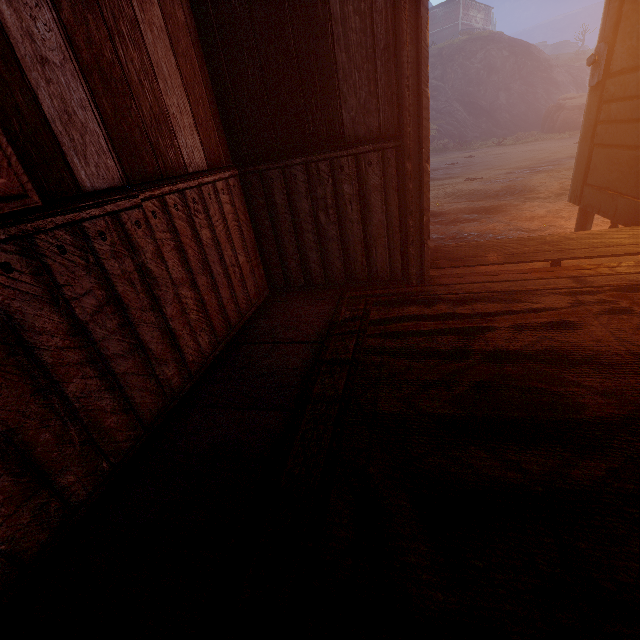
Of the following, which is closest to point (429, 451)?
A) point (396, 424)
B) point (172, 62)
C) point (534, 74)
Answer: point (396, 424)

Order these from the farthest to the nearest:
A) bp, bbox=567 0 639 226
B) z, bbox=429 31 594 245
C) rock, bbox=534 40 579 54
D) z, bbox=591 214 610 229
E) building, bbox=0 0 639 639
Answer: rock, bbox=534 40 579 54
z, bbox=429 31 594 245
z, bbox=591 214 610 229
bp, bbox=567 0 639 226
building, bbox=0 0 639 639

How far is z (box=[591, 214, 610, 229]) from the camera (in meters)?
4.99

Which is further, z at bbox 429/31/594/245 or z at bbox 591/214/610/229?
z at bbox 429/31/594/245

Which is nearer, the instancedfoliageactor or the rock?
the instancedfoliageactor

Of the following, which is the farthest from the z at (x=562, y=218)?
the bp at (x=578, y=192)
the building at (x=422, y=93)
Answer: the bp at (x=578, y=192)

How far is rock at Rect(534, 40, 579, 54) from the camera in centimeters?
5278cm

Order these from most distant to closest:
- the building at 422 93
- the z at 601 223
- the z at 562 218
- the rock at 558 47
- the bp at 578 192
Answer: the rock at 558 47 → the z at 562 218 → the z at 601 223 → the bp at 578 192 → the building at 422 93
